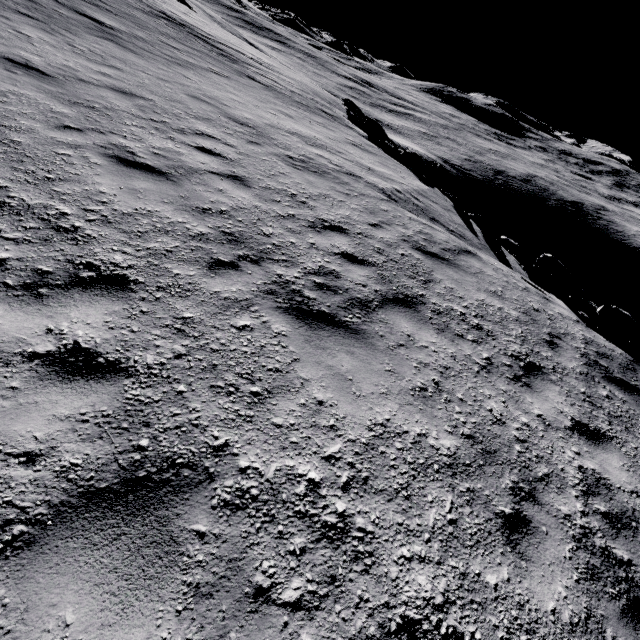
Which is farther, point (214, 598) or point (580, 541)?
point (580, 541)
